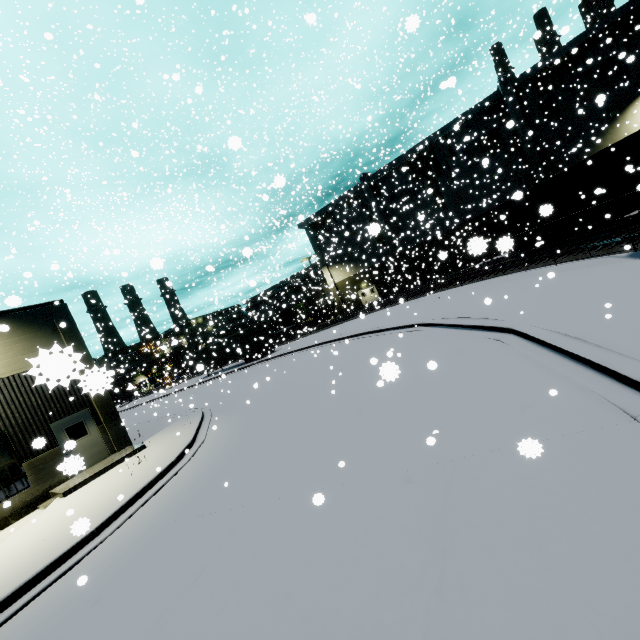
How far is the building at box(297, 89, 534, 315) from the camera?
33.4 meters

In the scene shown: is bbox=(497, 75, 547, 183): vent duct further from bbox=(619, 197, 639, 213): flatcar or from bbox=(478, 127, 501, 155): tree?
bbox=(619, 197, 639, 213): flatcar

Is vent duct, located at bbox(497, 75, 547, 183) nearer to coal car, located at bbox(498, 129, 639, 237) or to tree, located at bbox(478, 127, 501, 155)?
tree, located at bbox(478, 127, 501, 155)

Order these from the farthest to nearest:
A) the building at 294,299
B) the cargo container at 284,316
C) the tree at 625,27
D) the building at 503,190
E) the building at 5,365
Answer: the cargo container at 284,316 → the building at 294,299 → the building at 503,190 → the tree at 625,27 → the building at 5,365

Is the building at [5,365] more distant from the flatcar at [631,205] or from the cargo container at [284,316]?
the flatcar at [631,205]

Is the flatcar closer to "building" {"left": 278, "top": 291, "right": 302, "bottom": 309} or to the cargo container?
"building" {"left": 278, "top": 291, "right": 302, "bottom": 309}

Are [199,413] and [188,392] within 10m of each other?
no

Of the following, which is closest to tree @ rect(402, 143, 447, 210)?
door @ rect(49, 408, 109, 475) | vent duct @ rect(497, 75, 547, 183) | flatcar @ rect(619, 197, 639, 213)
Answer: vent duct @ rect(497, 75, 547, 183)
